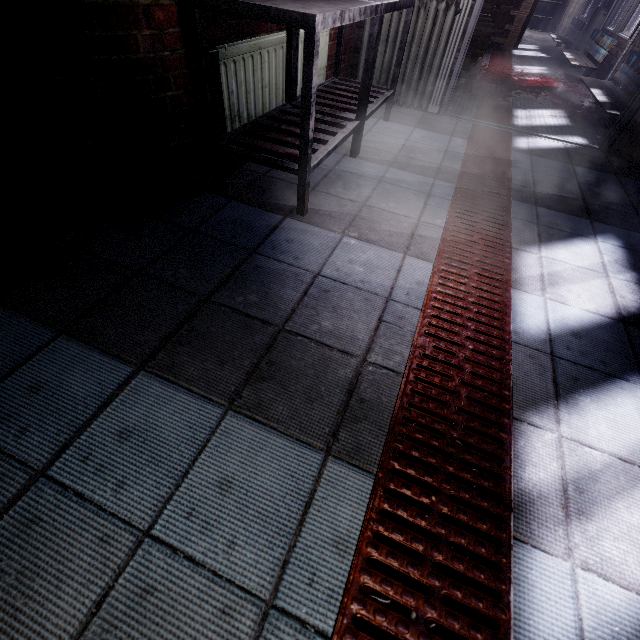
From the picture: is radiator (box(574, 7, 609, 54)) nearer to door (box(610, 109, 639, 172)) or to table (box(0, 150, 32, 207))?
door (box(610, 109, 639, 172))

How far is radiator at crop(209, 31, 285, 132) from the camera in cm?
→ 173

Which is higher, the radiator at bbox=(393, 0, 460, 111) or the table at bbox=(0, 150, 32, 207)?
the radiator at bbox=(393, 0, 460, 111)

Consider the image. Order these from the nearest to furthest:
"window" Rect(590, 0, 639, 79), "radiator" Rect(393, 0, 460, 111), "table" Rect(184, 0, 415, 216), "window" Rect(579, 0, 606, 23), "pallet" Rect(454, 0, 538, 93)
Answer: "table" Rect(184, 0, 415, 216)
"radiator" Rect(393, 0, 460, 111)
"pallet" Rect(454, 0, 538, 93)
"window" Rect(590, 0, 639, 79)
"window" Rect(579, 0, 606, 23)

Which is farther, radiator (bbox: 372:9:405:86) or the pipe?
radiator (bbox: 372:9:405:86)

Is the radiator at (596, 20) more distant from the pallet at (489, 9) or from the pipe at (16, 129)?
the pipe at (16, 129)

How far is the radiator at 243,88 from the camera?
1.7 meters

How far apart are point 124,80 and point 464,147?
2.7 meters
